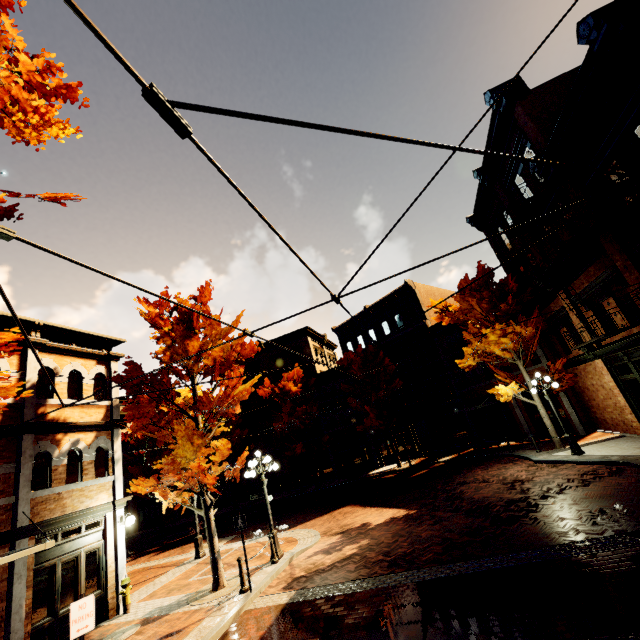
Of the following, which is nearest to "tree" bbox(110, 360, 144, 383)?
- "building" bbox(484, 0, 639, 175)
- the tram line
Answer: "building" bbox(484, 0, 639, 175)

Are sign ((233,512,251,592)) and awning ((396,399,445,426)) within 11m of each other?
no

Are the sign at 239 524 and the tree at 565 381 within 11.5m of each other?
no

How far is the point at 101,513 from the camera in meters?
11.1 m

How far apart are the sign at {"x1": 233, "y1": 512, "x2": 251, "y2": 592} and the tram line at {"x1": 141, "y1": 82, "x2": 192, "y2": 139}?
10.7 meters

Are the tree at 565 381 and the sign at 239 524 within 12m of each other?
no

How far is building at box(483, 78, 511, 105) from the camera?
13.7m

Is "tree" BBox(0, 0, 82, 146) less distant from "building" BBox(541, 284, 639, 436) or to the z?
Result: "building" BBox(541, 284, 639, 436)
